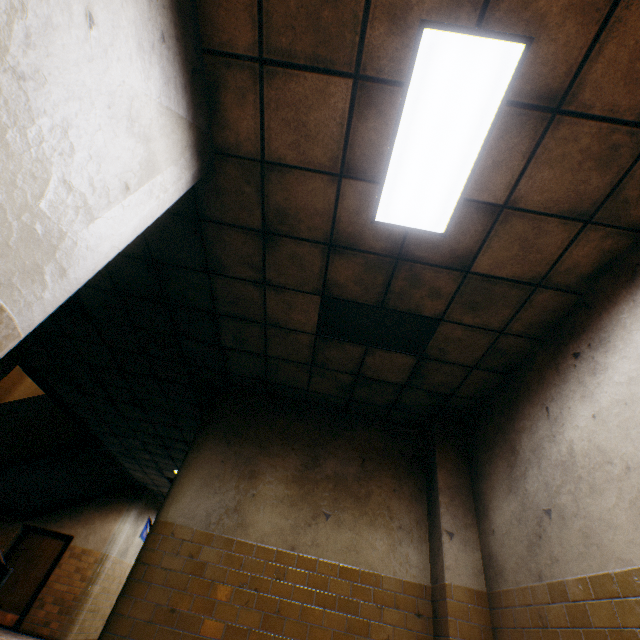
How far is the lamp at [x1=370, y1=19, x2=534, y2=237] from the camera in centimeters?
196cm

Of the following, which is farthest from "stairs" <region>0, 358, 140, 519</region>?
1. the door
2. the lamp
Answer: the lamp

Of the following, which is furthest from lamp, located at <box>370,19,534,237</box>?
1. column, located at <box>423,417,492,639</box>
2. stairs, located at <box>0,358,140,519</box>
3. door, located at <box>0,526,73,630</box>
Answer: door, located at <box>0,526,73,630</box>

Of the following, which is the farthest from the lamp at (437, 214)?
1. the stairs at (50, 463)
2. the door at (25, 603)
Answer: the door at (25, 603)

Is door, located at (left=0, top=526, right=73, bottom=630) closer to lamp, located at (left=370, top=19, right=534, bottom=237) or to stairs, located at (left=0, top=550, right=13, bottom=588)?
stairs, located at (left=0, top=550, right=13, bottom=588)

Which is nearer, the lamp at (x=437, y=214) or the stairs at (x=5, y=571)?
the lamp at (x=437, y=214)

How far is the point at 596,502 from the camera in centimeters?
243cm
